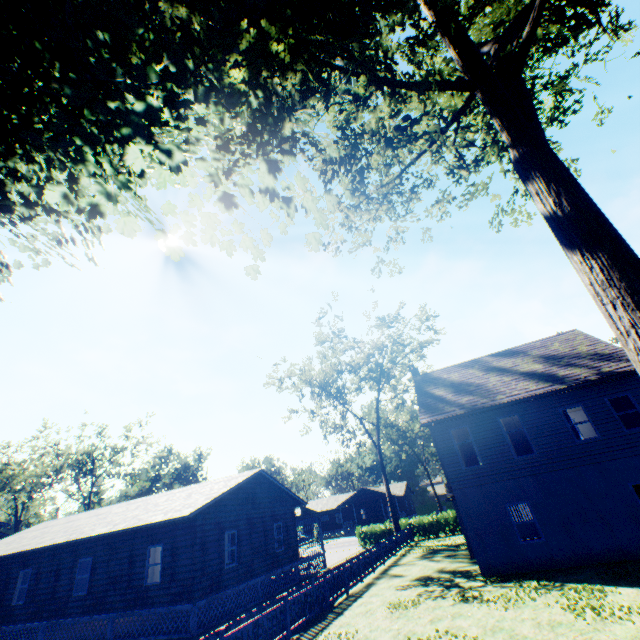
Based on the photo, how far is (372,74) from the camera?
4.83m

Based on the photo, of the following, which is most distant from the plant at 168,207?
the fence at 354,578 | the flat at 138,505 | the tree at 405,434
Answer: the flat at 138,505

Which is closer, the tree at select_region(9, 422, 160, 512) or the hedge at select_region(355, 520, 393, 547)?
the hedge at select_region(355, 520, 393, 547)

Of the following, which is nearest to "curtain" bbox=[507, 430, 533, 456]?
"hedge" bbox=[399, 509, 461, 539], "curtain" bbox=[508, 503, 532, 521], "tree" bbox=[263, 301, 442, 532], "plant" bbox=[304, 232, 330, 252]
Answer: "curtain" bbox=[508, 503, 532, 521]

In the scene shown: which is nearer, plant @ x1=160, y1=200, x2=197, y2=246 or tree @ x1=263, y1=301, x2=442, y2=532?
plant @ x1=160, y1=200, x2=197, y2=246

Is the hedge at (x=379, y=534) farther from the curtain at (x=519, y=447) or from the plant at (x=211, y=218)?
the plant at (x=211, y=218)

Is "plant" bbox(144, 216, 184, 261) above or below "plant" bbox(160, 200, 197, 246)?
below

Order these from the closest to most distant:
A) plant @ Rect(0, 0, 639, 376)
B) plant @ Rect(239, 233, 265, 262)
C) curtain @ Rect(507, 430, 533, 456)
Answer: plant @ Rect(0, 0, 639, 376), plant @ Rect(239, 233, 265, 262), curtain @ Rect(507, 430, 533, 456)
